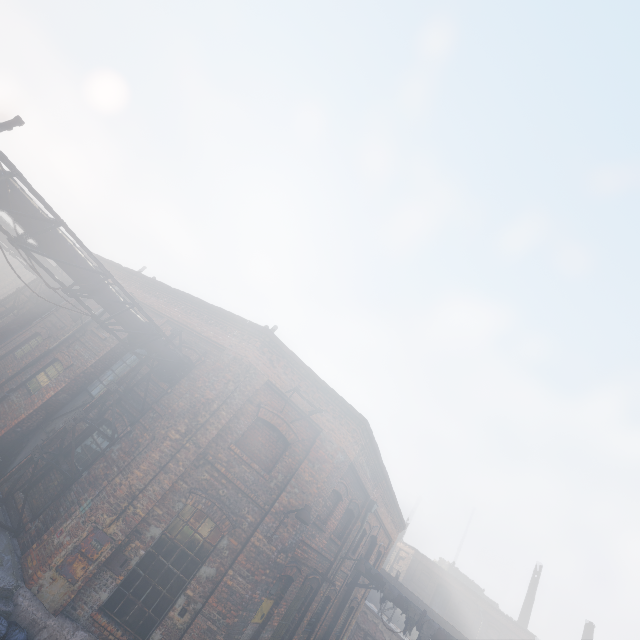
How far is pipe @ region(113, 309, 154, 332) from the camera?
8.5m

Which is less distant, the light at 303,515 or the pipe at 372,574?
the light at 303,515

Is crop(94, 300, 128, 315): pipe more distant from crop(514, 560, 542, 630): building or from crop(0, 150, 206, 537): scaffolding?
crop(514, 560, 542, 630): building

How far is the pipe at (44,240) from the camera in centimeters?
684cm

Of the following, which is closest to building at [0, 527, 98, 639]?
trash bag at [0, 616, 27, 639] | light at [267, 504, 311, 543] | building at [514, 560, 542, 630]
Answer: trash bag at [0, 616, 27, 639]

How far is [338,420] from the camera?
9.86m

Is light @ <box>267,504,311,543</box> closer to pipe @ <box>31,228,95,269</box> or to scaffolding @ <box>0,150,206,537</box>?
scaffolding @ <box>0,150,206,537</box>
